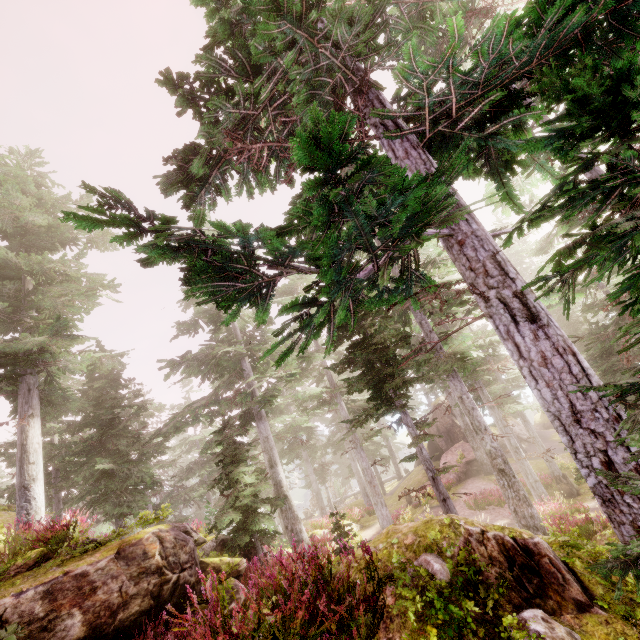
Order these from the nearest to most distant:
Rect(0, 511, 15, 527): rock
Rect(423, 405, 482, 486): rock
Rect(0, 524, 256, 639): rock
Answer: Rect(0, 524, 256, 639): rock
Rect(0, 511, 15, 527): rock
Rect(423, 405, 482, 486): rock

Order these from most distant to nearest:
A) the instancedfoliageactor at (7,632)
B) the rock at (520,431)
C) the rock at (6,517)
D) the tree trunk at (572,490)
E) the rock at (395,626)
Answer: the rock at (520,431) → the tree trunk at (572,490) → the rock at (6,517) → the instancedfoliageactor at (7,632) → the rock at (395,626)

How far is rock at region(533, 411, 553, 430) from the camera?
43.2m

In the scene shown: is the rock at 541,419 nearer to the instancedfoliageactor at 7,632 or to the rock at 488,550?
the instancedfoliageactor at 7,632

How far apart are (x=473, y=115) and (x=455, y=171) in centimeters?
305cm

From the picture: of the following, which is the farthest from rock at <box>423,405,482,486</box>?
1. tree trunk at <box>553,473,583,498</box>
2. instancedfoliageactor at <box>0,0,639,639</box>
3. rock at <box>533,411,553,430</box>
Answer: rock at <box>533,411,553,430</box>

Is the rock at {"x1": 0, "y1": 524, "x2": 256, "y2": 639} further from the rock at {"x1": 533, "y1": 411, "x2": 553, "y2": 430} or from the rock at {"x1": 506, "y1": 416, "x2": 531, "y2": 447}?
the rock at {"x1": 533, "y1": 411, "x2": 553, "y2": 430}
